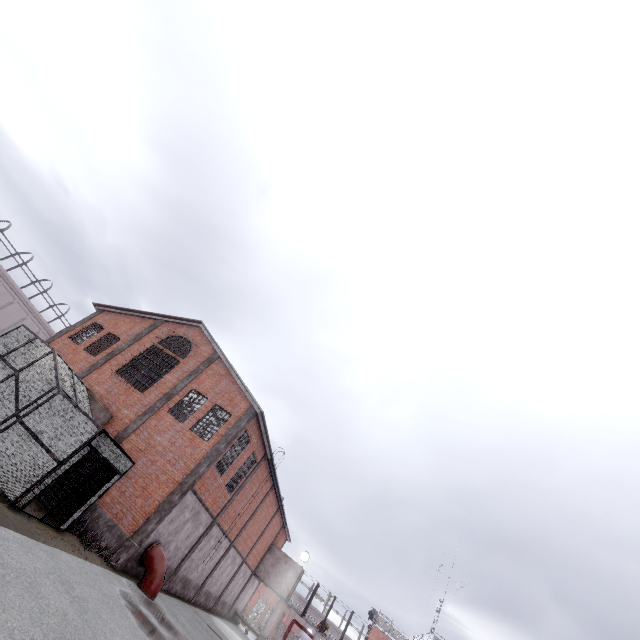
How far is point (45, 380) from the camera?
13.4 meters

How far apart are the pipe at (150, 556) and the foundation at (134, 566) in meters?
0.1 m

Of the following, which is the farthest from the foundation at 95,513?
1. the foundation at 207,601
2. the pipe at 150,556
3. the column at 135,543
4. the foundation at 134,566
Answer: the foundation at 207,601

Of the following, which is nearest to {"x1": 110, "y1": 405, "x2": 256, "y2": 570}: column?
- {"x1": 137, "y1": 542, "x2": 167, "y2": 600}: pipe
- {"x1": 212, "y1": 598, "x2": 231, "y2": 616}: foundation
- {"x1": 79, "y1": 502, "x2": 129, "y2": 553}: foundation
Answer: {"x1": 79, "y1": 502, "x2": 129, "y2": 553}: foundation

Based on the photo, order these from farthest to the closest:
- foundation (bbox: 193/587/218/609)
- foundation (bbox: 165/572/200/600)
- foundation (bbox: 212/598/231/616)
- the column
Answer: foundation (bbox: 212/598/231/616) < foundation (bbox: 193/587/218/609) < foundation (bbox: 165/572/200/600) < the column

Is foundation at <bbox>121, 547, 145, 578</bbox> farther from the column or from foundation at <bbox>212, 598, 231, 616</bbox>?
foundation at <bbox>212, 598, 231, 616</bbox>

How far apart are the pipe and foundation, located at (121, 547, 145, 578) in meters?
0.1 m

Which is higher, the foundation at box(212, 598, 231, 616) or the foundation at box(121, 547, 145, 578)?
the foundation at box(212, 598, 231, 616)
